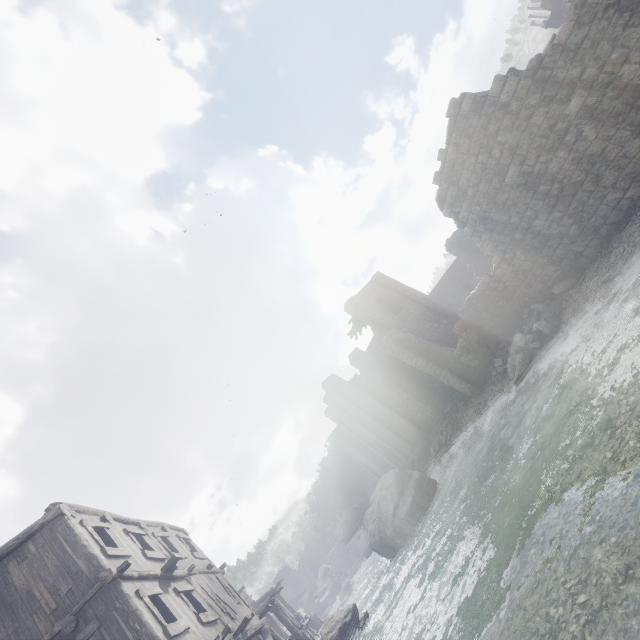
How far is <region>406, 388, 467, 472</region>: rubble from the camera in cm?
2384

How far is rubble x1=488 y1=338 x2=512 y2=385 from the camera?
17.0m

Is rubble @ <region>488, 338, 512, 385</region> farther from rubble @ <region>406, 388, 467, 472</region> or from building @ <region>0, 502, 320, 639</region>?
rubble @ <region>406, 388, 467, 472</region>

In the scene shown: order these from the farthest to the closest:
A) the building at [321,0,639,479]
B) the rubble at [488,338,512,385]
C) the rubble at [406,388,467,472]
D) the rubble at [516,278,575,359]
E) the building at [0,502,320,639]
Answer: the rubble at [406,388,467,472] → the rubble at [488,338,512,385] → the rubble at [516,278,575,359] → the building at [321,0,639,479] → the building at [0,502,320,639]

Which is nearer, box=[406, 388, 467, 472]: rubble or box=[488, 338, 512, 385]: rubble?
box=[488, 338, 512, 385]: rubble

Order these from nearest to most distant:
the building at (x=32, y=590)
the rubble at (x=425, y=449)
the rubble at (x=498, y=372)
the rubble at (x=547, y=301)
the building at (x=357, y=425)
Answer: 1. the building at (x=32, y=590)
2. the building at (x=357, y=425)
3. the rubble at (x=547, y=301)
4. the rubble at (x=498, y=372)
5. the rubble at (x=425, y=449)

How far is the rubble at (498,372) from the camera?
17.0m

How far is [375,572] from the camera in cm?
2569
